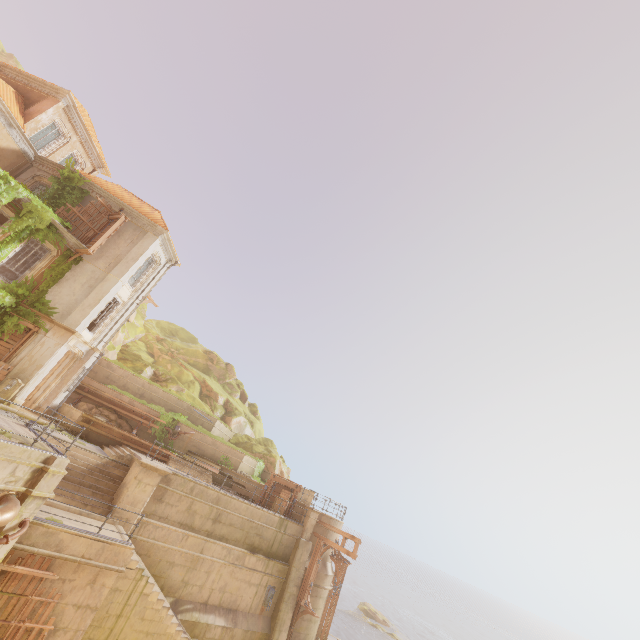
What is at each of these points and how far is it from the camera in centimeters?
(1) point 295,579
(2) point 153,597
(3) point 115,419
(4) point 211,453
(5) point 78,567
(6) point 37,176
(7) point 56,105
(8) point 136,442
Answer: (1) pillar, 1892cm
(2) stairs, 1223cm
(3) rock, 2112cm
(4) building, 2380cm
(5) building, 1088cm
(6) window, 2011cm
(7) column, 2009cm
(8) trim, 1964cm

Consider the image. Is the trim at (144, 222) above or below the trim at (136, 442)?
above

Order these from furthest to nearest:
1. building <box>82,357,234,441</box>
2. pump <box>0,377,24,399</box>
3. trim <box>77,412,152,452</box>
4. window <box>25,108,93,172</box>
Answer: building <box>82,357,234,441</box> → window <box>25,108,93,172</box> → trim <box>77,412,152,452</box> → pump <box>0,377,24,399</box>

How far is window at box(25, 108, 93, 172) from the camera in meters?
20.4 m

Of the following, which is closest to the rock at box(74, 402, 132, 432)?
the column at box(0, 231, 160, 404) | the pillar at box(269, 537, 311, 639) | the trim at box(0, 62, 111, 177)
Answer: the column at box(0, 231, 160, 404)

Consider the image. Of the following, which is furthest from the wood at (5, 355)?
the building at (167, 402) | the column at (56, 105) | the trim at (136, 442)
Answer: the column at (56, 105)

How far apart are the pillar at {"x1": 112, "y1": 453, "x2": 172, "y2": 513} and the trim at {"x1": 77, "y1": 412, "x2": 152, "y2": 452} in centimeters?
378cm

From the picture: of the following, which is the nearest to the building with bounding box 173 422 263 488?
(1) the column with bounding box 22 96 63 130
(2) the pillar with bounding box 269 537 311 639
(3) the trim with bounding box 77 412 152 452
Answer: (3) the trim with bounding box 77 412 152 452
